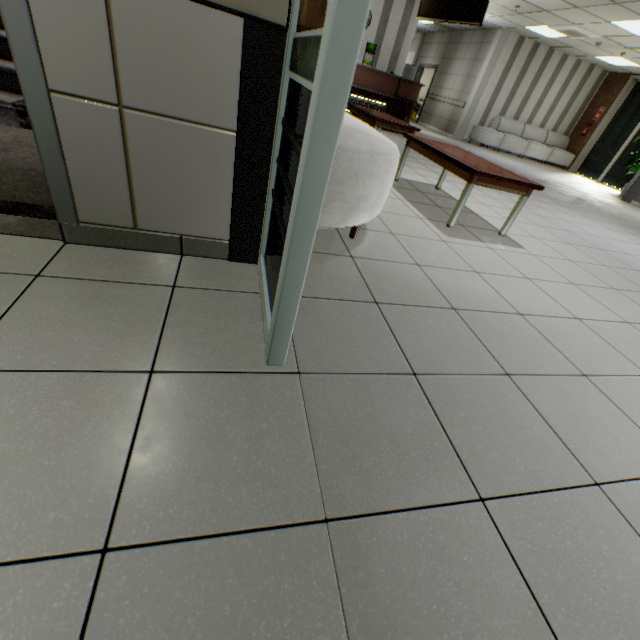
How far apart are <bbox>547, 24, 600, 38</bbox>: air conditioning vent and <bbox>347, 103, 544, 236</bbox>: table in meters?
8.3

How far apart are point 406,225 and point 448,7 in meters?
5.6 m

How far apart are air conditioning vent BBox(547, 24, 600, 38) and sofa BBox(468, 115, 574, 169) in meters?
2.9

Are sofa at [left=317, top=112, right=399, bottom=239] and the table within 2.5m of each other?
yes

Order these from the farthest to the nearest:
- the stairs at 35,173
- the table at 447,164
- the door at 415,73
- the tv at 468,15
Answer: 1. the door at 415,73
2. the tv at 468,15
3. the table at 447,164
4. the stairs at 35,173

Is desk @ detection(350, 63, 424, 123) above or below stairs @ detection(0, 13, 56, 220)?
above

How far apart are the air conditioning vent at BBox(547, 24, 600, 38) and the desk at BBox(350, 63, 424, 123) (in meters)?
3.87

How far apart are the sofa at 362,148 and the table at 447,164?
0.77m
